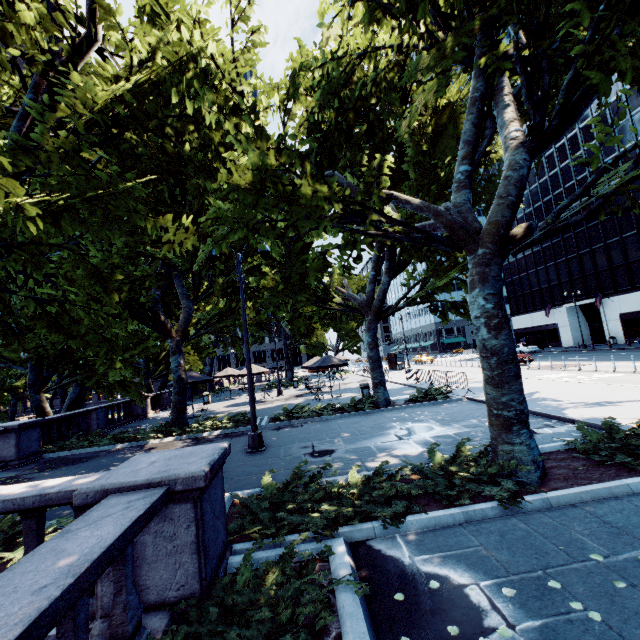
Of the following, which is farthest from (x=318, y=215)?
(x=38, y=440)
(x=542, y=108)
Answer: (x=38, y=440)

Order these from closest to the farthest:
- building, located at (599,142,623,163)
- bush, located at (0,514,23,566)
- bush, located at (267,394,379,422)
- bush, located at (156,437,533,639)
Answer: bush, located at (156,437,533,639) < bush, located at (0,514,23,566) < bush, located at (267,394,379,422) < building, located at (599,142,623,163)

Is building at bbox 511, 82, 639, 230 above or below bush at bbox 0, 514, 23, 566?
above

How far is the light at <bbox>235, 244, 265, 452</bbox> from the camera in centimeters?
1076cm

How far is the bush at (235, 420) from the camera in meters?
14.1

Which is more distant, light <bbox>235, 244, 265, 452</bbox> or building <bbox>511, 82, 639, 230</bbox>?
building <bbox>511, 82, 639, 230</bbox>

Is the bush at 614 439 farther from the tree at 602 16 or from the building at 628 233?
the building at 628 233

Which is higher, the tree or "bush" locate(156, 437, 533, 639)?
the tree
